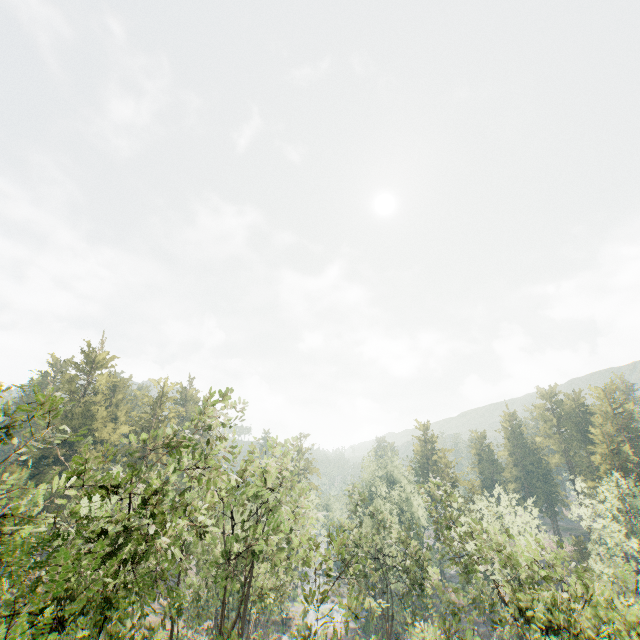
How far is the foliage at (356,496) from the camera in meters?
38.9

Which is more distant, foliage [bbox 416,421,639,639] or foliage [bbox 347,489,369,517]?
foliage [bbox 347,489,369,517]

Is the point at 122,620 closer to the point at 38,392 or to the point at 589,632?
the point at 38,392

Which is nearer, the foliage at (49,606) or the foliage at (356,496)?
the foliage at (49,606)

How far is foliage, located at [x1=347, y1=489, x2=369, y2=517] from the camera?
38.9m

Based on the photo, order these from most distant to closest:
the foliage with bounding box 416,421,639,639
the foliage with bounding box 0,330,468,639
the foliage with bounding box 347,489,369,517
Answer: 1. the foliage with bounding box 347,489,369,517
2. the foliage with bounding box 416,421,639,639
3. the foliage with bounding box 0,330,468,639
